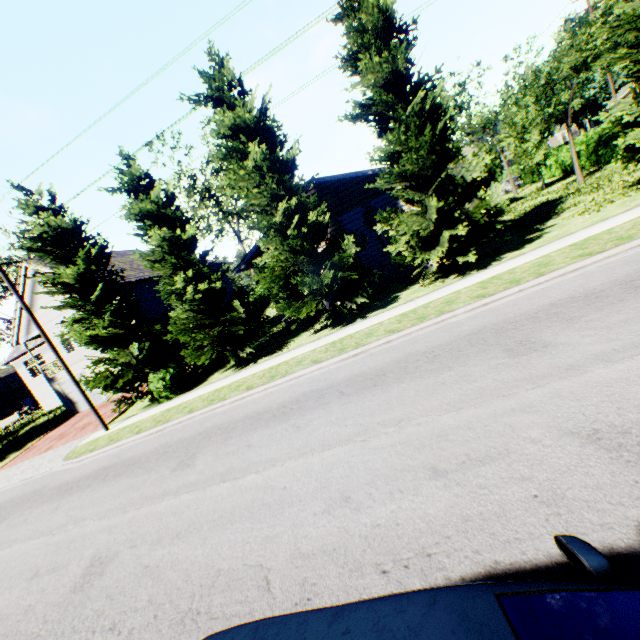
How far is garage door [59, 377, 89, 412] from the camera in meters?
24.8 m

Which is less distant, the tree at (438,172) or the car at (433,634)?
the car at (433,634)

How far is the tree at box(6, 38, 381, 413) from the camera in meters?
12.5 m

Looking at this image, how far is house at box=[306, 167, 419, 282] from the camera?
16.06m

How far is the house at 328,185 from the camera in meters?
16.1 m

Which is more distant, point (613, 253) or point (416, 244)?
point (416, 244)

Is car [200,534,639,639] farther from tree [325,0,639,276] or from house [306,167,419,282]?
house [306,167,419,282]
